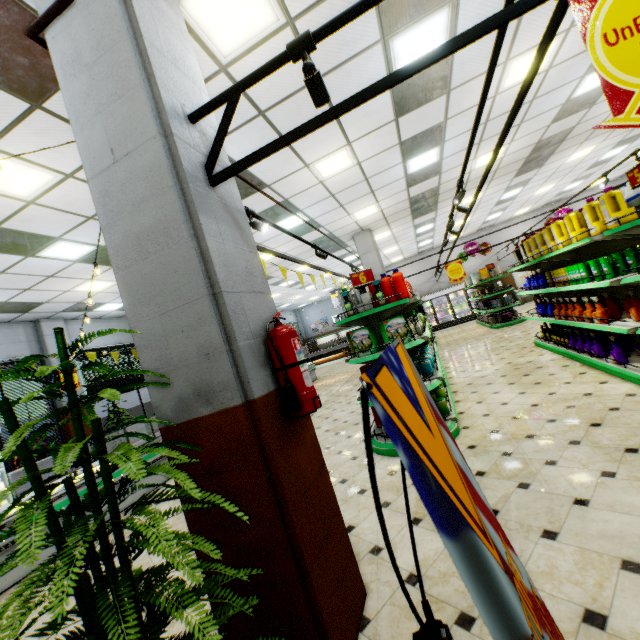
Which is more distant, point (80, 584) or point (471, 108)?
point (471, 108)

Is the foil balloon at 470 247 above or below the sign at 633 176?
above

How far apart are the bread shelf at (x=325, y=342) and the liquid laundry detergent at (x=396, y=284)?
22.01m

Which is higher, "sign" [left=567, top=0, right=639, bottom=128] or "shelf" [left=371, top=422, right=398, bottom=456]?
"sign" [left=567, top=0, right=639, bottom=128]

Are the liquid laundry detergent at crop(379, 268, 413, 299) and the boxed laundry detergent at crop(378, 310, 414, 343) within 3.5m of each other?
yes

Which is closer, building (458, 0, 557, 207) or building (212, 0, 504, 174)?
building (212, 0, 504, 174)

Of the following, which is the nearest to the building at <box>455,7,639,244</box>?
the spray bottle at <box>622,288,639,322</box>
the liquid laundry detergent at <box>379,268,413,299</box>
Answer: the spray bottle at <box>622,288,639,322</box>

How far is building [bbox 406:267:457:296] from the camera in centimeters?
2028cm
